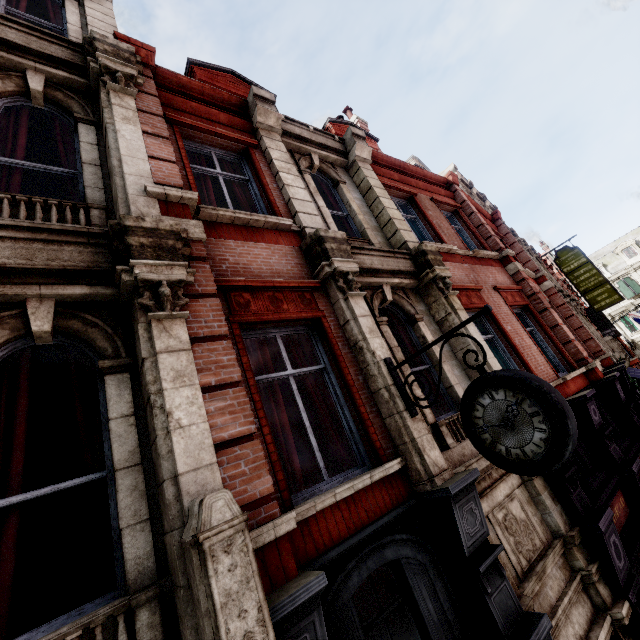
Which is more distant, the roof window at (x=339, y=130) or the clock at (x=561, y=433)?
the roof window at (x=339, y=130)

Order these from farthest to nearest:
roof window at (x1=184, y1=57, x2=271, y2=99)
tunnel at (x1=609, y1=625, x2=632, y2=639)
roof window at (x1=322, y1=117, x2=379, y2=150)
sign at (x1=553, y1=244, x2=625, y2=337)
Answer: sign at (x1=553, y1=244, x2=625, y2=337) < roof window at (x1=322, y1=117, x2=379, y2=150) < roof window at (x1=184, y1=57, x2=271, y2=99) < tunnel at (x1=609, y1=625, x2=632, y2=639)

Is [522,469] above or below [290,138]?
below

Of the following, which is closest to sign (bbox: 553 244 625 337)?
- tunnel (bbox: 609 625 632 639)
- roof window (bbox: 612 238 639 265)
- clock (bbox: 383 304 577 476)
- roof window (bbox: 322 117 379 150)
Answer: roof window (bbox: 322 117 379 150)

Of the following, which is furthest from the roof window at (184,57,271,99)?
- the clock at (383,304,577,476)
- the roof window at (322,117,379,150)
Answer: the clock at (383,304,577,476)

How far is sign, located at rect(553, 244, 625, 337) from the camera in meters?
18.8 m

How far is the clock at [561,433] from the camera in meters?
2.9

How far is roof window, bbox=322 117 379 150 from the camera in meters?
11.1
